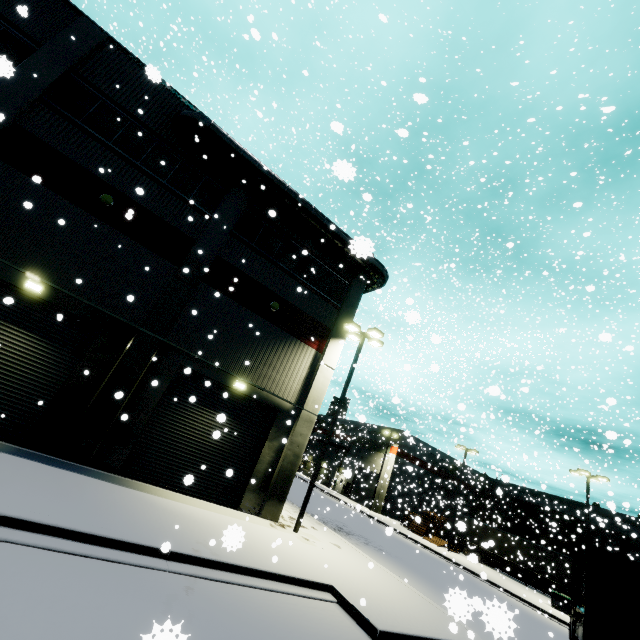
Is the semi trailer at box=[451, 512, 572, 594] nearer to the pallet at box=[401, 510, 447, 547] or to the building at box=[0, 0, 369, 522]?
the building at box=[0, 0, 369, 522]

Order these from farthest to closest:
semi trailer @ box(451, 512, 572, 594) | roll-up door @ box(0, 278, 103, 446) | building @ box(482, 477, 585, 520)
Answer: building @ box(482, 477, 585, 520) < semi trailer @ box(451, 512, 572, 594) < roll-up door @ box(0, 278, 103, 446)

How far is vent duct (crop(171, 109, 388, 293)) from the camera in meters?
13.8

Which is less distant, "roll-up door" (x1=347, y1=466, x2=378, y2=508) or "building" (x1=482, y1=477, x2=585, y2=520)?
"roll-up door" (x1=347, y1=466, x2=378, y2=508)

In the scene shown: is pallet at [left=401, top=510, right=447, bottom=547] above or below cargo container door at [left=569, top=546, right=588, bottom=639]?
below

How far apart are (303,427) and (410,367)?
9.3 meters

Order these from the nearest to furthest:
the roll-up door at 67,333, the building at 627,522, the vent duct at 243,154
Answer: the roll-up door at 67,333 < the vent duct at 243,154 < the building at 627,522

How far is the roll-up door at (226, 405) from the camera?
12.3 meters
